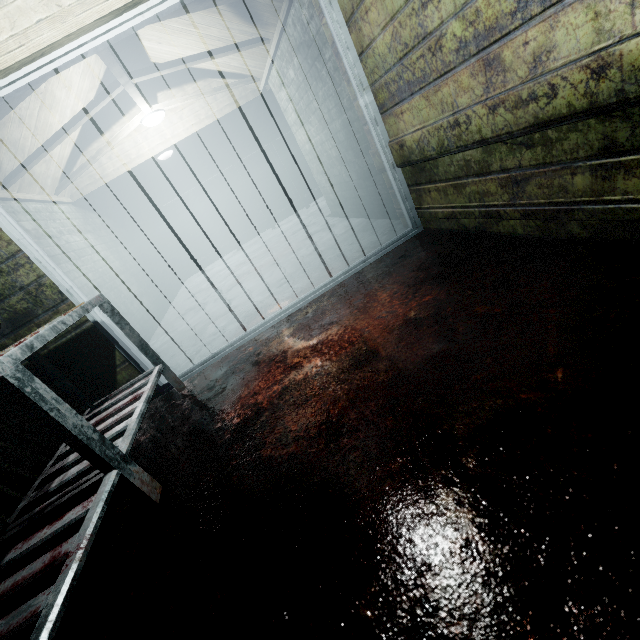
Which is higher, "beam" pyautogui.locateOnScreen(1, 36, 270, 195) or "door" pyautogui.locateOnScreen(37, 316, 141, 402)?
"beam" pyautogui.locateOnScreen(1, 36, 270, 195)

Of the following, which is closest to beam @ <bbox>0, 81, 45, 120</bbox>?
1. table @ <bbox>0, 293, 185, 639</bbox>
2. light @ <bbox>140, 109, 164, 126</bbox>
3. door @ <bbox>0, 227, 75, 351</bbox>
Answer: light @ <bbox>140, 109, 164, 126</bbox>

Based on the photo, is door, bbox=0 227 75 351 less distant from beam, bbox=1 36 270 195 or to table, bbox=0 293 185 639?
table, bbox=0 293 185 639

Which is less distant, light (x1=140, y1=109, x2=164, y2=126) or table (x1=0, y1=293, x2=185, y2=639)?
table (x1=0, y1=293, x2=185, y2=639)

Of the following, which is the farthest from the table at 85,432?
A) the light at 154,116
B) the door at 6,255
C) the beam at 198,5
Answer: the light at 154,116

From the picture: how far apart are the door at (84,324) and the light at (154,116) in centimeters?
270cm

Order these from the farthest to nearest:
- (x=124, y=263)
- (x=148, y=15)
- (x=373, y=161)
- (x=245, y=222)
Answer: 1. (x=245, y=222)
2. (x=124, y=263)
3. (x=373, y=161)
4. (x=148, y=15)

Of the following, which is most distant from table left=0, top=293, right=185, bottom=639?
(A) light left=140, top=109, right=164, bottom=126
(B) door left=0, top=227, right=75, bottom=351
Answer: (A) light left=140, top=109, right=164, bottom=126
